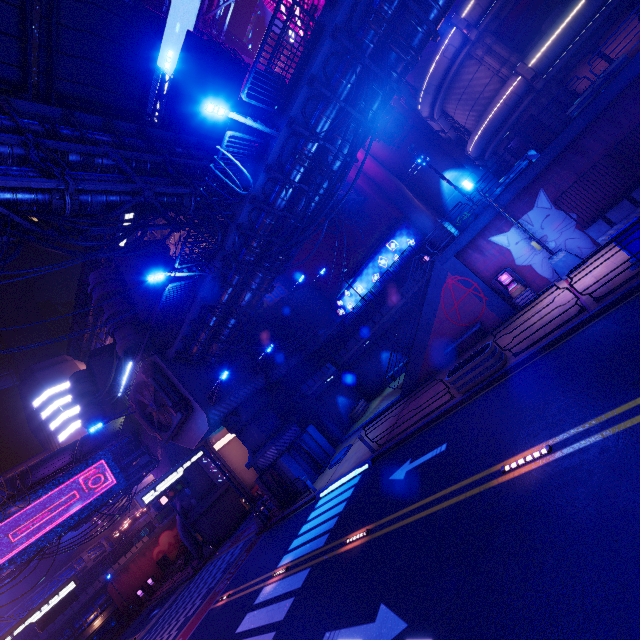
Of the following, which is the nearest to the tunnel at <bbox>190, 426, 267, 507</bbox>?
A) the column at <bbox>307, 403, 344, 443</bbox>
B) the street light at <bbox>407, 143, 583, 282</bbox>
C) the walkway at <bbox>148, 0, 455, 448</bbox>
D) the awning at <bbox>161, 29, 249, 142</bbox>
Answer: the walkway at <bbox>148, 0, 455, 448</bbox>

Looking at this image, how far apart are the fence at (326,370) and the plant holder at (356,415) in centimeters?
329cm

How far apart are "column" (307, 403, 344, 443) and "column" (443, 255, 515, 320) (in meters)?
14.33

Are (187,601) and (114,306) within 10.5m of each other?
no

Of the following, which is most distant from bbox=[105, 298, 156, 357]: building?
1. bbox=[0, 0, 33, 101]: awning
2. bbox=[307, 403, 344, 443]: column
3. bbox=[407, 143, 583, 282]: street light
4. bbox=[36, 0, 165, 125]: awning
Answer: bbox=[407, 143, 583, 282]: street light

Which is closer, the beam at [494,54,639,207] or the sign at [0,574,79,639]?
the beam at [494,54,639,207]

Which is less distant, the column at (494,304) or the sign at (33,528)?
the column at (494,304)

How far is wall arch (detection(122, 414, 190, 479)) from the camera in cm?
3462
